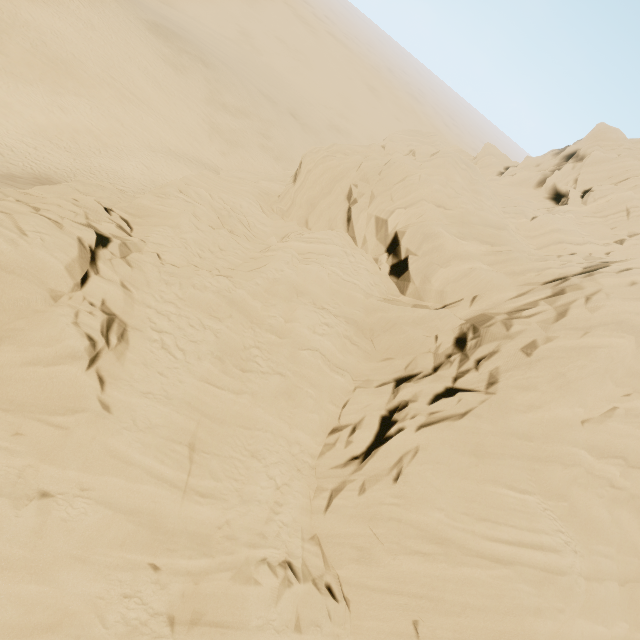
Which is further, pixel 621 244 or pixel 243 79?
pixel 243 79
